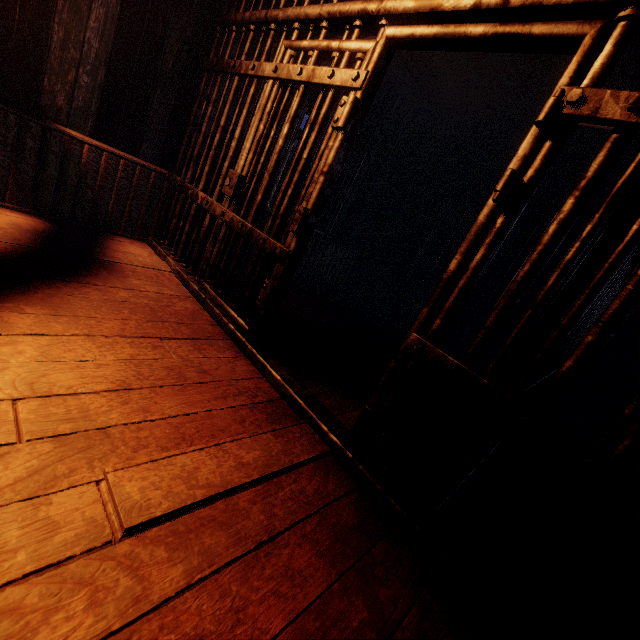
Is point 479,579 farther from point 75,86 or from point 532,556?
point 75,86

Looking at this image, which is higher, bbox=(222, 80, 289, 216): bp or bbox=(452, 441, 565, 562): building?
bbox=(222, 80, 289, 216): bp

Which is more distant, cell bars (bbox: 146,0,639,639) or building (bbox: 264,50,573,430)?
building (bbox: 264,50,573,430)

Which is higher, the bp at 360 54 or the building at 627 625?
the bp at 360 54

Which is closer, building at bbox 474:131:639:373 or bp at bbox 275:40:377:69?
bp at bbox 275:40:377:69

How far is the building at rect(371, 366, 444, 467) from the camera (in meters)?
2.16
